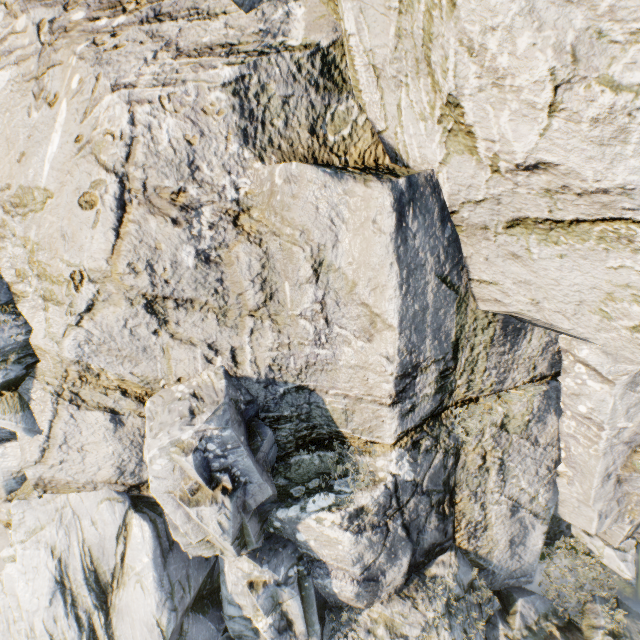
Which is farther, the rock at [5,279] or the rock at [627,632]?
the rock at [627,632]

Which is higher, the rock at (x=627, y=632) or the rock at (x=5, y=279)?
the rock at (x=5, y=279)

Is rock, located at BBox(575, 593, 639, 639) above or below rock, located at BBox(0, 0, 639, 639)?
below

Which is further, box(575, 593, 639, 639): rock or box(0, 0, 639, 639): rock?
box(575, 593, 639, 639): rock

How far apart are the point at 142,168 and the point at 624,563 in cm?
1652
